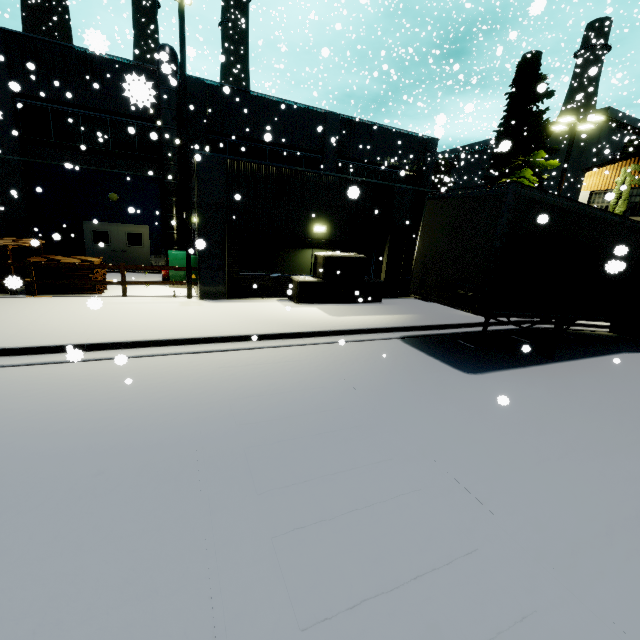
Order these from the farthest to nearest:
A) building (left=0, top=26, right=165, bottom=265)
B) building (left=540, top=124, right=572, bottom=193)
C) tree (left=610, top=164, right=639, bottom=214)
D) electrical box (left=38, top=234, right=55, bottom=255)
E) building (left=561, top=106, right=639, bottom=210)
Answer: building (left=540, top=124, right=572, bottom=193) < building (left=561, top=106, right=639, bottom=210) < tree (left=610, top=164, right=639, bottom=214) < electrical box (left=38, top=234, right=55, bottom=255) < building (left=0, top=26, right=165, bottom=265)

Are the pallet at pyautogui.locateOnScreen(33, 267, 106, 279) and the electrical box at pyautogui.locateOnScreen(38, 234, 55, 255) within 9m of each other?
yes

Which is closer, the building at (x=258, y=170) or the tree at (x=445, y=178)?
the building at (x=258, y=170)

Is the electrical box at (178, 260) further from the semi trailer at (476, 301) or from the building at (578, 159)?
the semi trailer at (476, 301)

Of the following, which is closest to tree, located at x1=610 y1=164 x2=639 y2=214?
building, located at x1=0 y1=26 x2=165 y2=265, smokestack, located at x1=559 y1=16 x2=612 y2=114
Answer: building, located at x1=0 y1=26 x2=165 y2=265

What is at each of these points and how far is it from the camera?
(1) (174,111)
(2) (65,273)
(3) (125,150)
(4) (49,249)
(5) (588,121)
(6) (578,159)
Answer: (1) vent duct, 15.69m
(2) pallet, 10.82m
(3) building, 16.38m
(4) electrical box, 15.95m
(5) light, 17.47m
(6) building, 32.00m

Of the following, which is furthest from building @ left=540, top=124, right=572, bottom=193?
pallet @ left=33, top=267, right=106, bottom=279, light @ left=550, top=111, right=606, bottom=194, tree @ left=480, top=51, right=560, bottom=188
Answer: pallet @ left=33, top=267, right=106, bottom=279

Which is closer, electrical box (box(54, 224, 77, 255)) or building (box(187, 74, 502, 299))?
building (box(187, 74, 502, 299))
